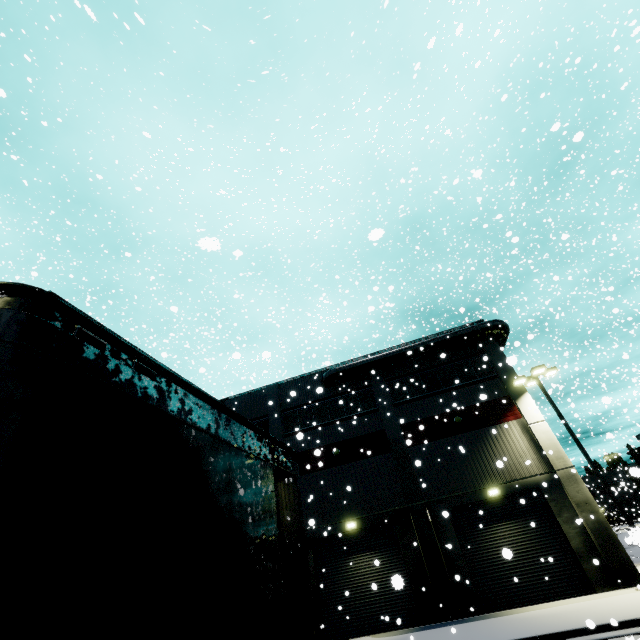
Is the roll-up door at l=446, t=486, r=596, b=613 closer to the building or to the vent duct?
the building

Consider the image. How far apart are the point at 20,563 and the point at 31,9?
29.31m

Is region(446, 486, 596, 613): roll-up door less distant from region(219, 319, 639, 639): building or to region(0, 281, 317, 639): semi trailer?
region(219, 319, 639, 639): building

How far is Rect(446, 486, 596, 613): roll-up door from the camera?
15.06m

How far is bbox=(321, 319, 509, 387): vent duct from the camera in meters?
21.5

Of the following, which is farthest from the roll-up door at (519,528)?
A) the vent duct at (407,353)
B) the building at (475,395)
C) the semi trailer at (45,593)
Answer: the vent duct at (407,353)

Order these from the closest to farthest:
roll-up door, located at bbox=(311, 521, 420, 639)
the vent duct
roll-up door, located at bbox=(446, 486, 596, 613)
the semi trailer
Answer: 1. the semi trailer
2. roll-up door, located at bbox=(446, 486, 596, 613)
3. roll-up door, located at bbox=(311, 521, 420, 639)
4. the vent duct

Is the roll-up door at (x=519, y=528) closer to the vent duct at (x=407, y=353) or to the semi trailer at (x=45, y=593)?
the semi trailer at (x=45, y=593)
